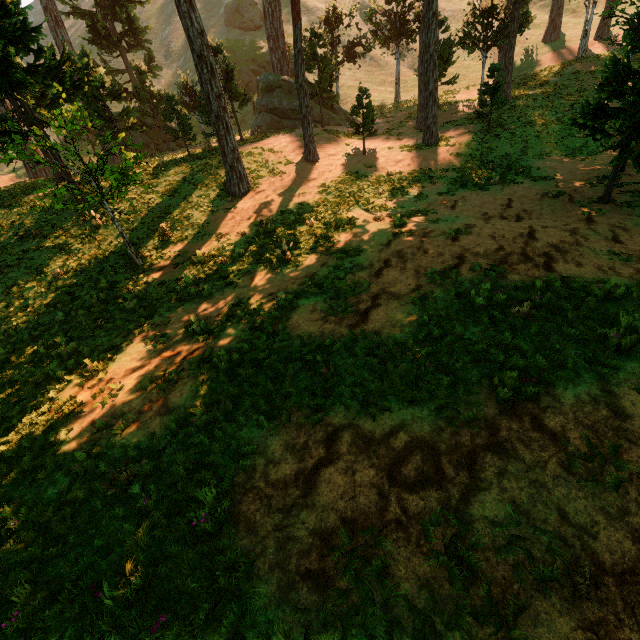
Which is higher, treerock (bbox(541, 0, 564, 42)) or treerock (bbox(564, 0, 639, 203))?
treerock (bbox(541, 0, 564, 42))

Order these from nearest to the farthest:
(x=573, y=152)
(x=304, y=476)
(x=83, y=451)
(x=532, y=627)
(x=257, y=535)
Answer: (x=532, y=627) < (x=257, y=535) < (x=304, y=476) < (x=83, y=451) < (x=573, y=152)

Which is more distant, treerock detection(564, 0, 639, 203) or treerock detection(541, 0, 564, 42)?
treerock detection(541, 0, 564, 42)

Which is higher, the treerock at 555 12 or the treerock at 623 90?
the treerock at 555 12

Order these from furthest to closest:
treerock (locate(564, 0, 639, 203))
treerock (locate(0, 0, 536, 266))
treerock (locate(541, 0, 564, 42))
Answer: treerock (locate(541, 0, 564, 42)), treerock (locate(0, 0, 536, 266)), treerock (locate(564, 0, 639, 203))

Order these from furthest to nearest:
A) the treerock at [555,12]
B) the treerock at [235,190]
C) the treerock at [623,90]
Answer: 1. the treerock at [555,12]
2. the treerock at [235,190]
3. the treerock at [623,90]
